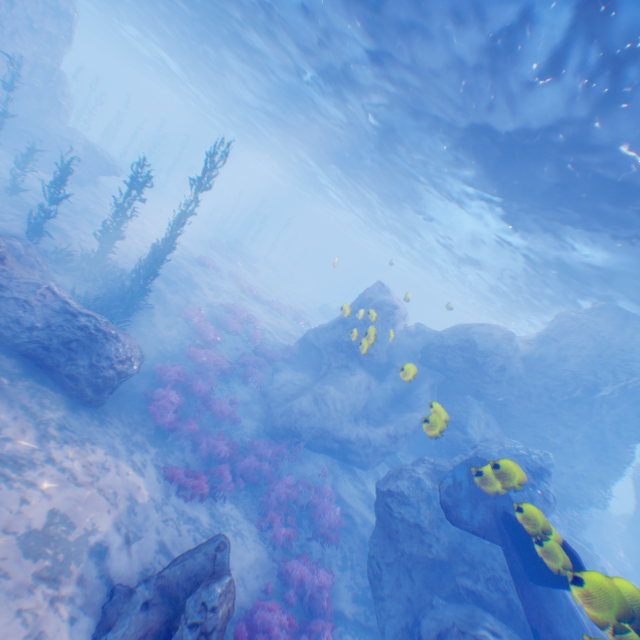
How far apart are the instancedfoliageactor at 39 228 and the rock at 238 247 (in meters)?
25.39

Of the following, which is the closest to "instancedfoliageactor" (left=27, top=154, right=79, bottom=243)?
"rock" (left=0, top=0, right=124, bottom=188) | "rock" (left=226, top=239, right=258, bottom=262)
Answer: "rock" (left=0, top=0, right=124, bottom=188)

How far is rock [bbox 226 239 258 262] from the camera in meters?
38.0 m

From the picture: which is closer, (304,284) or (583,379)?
(583,379)

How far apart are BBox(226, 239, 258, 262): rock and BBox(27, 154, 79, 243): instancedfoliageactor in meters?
25.4

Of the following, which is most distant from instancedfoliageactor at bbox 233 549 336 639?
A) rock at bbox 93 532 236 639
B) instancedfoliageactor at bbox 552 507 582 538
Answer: instancedfoliageactor at bbox 552 507 582 538

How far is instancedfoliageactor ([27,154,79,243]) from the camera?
12.1 meters

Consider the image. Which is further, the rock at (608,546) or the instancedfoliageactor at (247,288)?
the instancedfoliageactor at (247,288)
